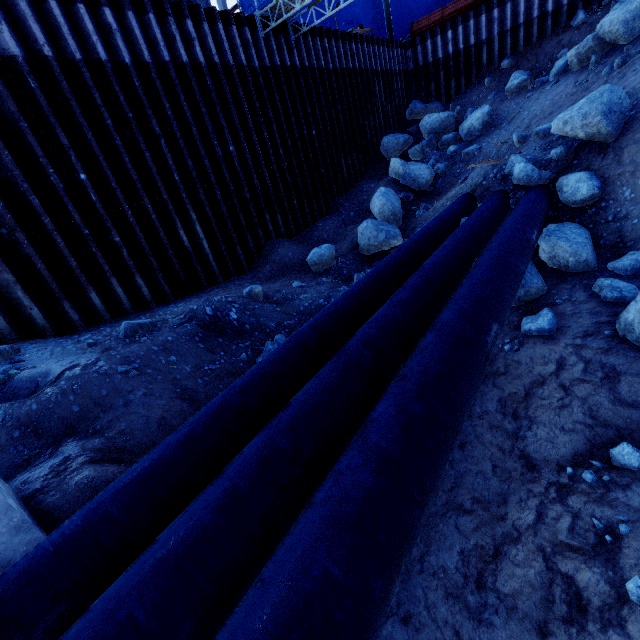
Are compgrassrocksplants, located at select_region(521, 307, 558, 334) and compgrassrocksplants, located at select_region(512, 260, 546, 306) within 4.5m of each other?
yes

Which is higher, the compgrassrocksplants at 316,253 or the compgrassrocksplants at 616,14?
the compgrassrocksplants at 616,14

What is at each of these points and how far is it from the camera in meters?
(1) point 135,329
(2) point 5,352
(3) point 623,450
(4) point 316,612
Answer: Answer:
(1) compgrassrocksplants, 5.6
(2) compgrassrocksplants, 5.1
(3) compgrassrocksplants, 3.2
(4) pipe, 1.5

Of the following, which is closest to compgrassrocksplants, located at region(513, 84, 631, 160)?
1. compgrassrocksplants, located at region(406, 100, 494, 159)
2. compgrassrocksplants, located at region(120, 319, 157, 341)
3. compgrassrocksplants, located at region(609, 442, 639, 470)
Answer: compgrassrocksplants, located at region(609, 442, 639, 470)

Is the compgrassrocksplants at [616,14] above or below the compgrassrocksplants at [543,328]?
above

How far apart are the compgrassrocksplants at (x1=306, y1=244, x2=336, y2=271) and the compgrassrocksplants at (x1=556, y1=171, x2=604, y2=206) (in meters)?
5.37

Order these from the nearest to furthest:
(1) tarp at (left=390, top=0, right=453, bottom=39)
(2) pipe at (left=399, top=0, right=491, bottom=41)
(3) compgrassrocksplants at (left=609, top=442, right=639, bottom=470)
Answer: (3) compgrassrocksplants at (left=609, top=442, right=639, bottom=470)
(2) pipe at (left=399, top=0, right=491, bottom=41)
(1) tarp at (left=390, top=0, right=453, bottom=39)

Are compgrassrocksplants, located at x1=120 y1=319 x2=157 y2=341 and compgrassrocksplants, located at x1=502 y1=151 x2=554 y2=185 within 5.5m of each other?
no
